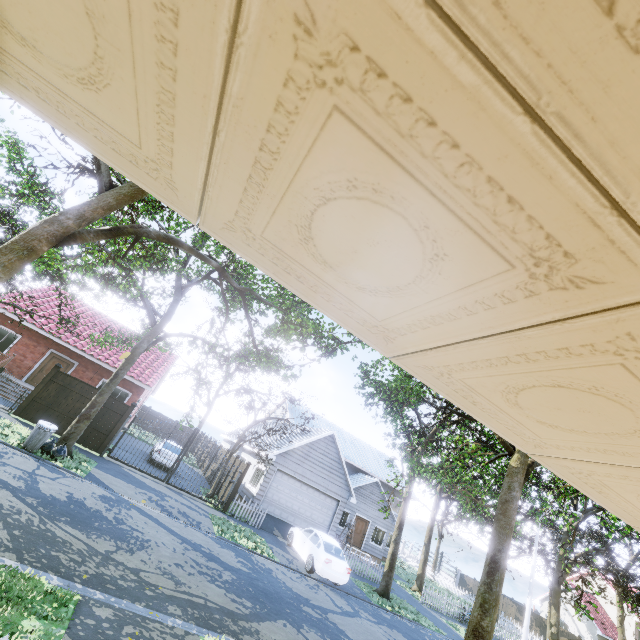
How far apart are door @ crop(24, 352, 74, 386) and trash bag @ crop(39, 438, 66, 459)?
9.1m

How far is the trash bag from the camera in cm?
1168

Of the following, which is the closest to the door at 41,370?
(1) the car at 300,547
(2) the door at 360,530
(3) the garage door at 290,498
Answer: (3) the garage door at 290,498

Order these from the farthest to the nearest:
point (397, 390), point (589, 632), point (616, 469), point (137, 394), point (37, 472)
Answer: point (589, 632), point (137, 394), point (397, 390), point (37, 472), point (616, 469)

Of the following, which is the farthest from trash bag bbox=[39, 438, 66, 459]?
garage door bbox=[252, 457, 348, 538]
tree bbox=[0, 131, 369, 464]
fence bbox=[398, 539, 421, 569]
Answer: garage door bbox=[252, 457, 348, 538]

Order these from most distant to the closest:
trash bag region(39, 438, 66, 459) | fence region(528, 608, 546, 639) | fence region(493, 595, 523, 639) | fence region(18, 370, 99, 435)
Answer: fence region(528, 608, 546, 639), fence region(493, 595, 523, 639), fence region(18, 370, 99, 435), trash bag region(39, 438, 66, 459)

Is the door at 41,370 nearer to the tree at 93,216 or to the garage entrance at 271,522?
the tree at 93,216

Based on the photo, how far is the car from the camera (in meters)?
13.81
